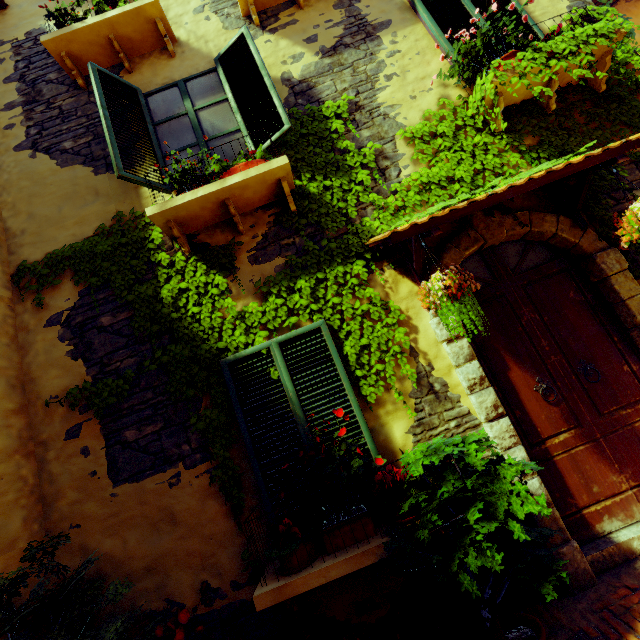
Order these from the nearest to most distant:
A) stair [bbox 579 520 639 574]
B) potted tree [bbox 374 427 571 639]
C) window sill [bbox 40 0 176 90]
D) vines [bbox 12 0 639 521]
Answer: potted tree [bbox 374 427 571 639]
stair [bbox 579 520 639 574]
vines [bbox 12 0 639 521]
window sill [bbox 40 0 176 90]

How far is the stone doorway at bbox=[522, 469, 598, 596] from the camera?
2.5m

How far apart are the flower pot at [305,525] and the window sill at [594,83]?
4.5m

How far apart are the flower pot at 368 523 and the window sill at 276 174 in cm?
295

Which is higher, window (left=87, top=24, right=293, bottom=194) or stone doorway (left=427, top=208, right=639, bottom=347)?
window (left=87, top=24, right=293, bottom=194)

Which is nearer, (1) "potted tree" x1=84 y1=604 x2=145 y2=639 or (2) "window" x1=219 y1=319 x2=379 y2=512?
(1) "potted tree" x1=84 y1=604 x2=145 y2=639

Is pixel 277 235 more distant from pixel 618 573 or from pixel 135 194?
pixel 618 573

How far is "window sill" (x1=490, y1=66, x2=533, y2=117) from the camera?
3.3 meters
